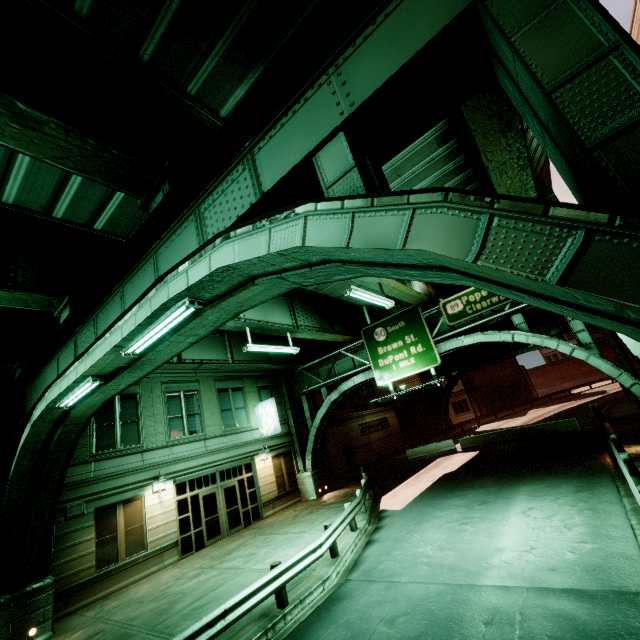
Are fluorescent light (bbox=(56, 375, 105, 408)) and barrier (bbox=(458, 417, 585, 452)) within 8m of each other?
no

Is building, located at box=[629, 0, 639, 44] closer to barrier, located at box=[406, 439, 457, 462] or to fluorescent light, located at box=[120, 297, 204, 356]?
fluorescent light, located at box=[120, 297, 204, 356]

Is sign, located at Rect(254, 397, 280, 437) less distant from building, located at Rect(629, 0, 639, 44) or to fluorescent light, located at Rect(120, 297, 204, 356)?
fluorescent light, located at Rect(120, 297, 204, 356)

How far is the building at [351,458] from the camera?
27.4 meters

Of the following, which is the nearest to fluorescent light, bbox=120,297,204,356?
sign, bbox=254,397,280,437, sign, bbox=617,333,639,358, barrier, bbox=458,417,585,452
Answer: sign, bbox=254,397,280,437

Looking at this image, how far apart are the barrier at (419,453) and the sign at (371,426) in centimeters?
489cm

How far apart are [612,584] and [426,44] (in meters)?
9.43

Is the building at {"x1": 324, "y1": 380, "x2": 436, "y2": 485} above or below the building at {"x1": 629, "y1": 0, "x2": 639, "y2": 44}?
below
